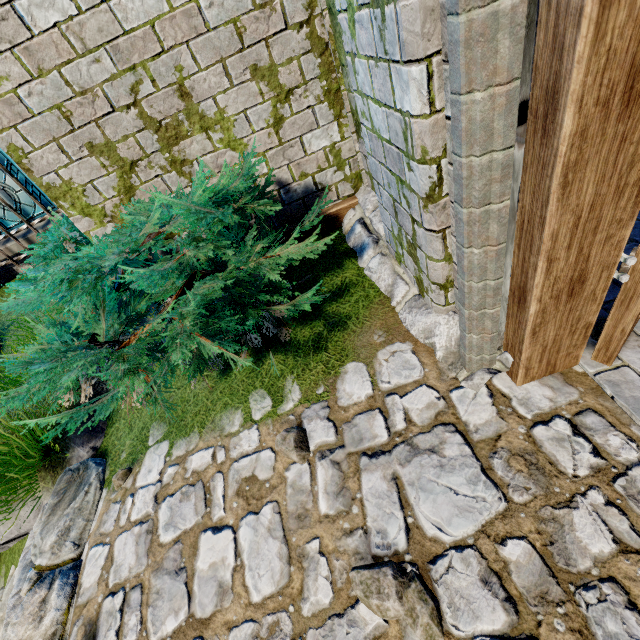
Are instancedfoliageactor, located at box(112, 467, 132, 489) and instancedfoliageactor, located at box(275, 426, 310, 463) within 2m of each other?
yes

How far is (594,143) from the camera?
0.94m

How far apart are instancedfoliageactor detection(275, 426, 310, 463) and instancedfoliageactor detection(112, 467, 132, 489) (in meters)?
1.46

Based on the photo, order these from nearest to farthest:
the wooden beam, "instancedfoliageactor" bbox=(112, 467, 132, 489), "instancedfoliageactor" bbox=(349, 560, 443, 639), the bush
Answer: "instancedfoliageactor" bbox=(349, 560, 443, 639), the bush, "instancedfoliageactor" bbox=(112, 467, 132, 489), the wooden beam

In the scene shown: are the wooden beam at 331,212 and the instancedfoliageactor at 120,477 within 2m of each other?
no

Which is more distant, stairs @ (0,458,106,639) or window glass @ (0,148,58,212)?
window glass @ (0,148,58,212)

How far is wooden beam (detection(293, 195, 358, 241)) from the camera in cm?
358

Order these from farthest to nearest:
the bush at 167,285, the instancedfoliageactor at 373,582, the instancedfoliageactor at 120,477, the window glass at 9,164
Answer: the window glass at 9,164, the instancedfoliageactor at 120,477, the bush at 167,285, the instancedfoliageactor at 373,582
